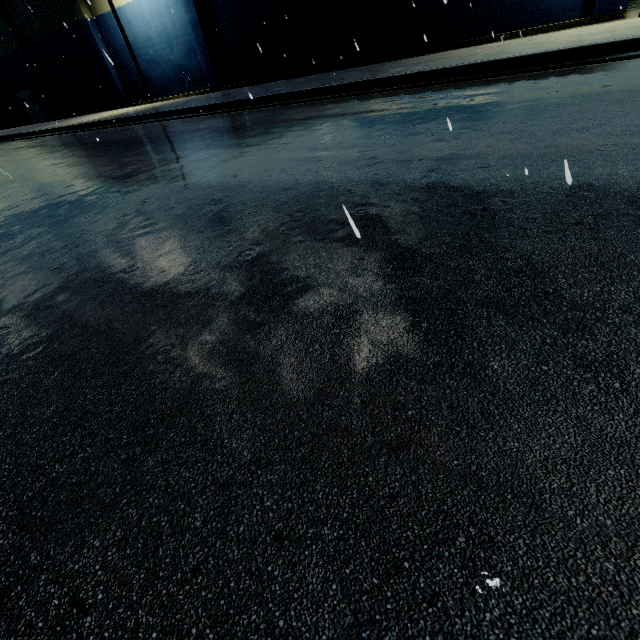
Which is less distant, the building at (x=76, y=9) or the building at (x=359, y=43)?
the building at (x=359, y=43)

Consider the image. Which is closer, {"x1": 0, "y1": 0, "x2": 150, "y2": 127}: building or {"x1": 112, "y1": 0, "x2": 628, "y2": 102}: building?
{"x1": 112, "y1": 0, "x2": 628, "y2": 102}: building

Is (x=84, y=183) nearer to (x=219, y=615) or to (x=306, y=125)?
(x=306, y=125)
